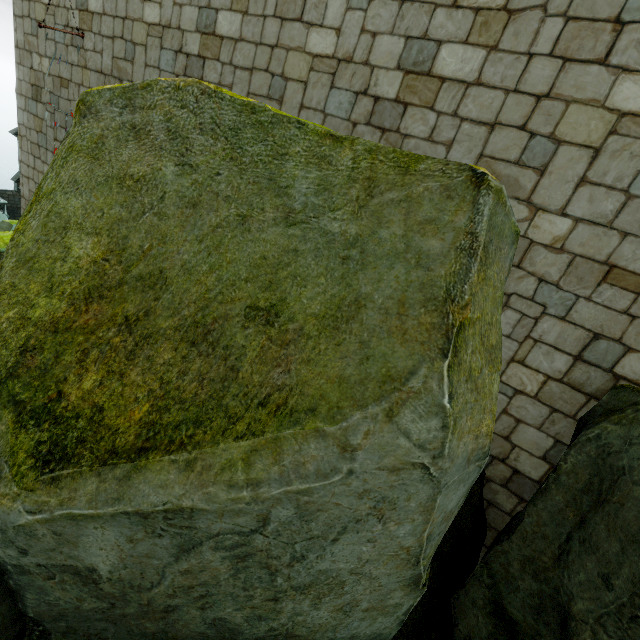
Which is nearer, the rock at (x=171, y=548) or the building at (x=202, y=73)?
the rock at (x=171, y=548)

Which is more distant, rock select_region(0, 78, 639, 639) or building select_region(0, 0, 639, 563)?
building select_region(0, 0, 639, 563)

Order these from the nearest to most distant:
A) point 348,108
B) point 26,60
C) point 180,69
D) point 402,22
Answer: point 402,22
point 348,108
point 180,69
point 26,60
